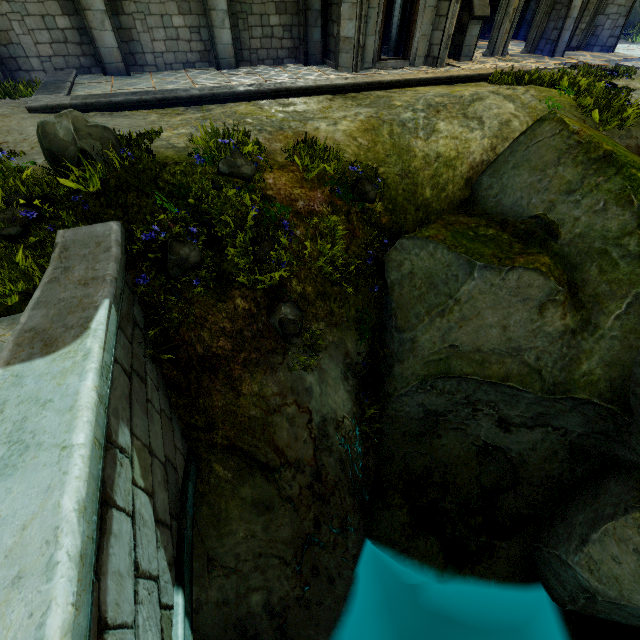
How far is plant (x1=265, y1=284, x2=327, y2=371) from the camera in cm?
554

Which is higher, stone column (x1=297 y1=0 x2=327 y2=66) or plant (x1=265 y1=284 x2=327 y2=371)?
stone column (x1=297 y1=0 x2=327 y2=66)

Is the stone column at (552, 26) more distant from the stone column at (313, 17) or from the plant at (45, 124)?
the plant at (45, 124)

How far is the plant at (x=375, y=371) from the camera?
7.1 meters

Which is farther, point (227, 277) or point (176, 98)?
point (176, 98)

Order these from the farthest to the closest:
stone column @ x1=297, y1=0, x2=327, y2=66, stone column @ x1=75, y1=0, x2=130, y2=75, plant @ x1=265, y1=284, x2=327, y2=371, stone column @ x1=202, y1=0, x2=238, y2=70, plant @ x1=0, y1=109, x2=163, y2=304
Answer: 1. stone column @ x1=297, y1=0, x2=327, y2=66
2. stone column @ x1=202, y1=0, x2=238, y2=70
3. stone column @ x1=75, y1=0, x2=130, y2=75
4. plant @ x1=265, y1=284, x2=327, y2=371
5. plant @ x1=0, y1=109, x2=163, y2=304

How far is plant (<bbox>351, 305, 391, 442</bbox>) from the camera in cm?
710

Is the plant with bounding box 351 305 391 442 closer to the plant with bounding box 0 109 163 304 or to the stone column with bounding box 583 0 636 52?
the plant with bounding box 0 109 163 304
